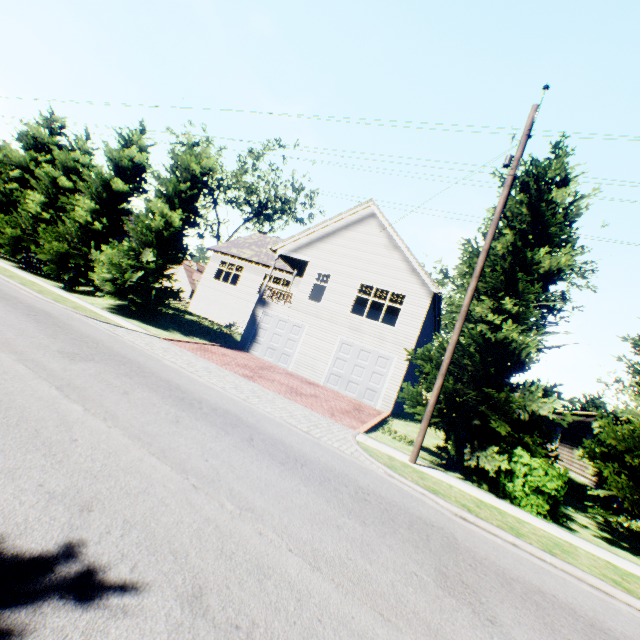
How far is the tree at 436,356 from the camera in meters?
10.2

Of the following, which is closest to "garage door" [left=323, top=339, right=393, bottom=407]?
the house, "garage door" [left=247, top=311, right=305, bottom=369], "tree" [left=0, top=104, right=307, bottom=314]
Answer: "garage door" [left=247, top=311, right=305, bottom=369]

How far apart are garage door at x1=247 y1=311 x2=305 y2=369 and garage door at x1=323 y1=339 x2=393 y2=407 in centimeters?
216cm

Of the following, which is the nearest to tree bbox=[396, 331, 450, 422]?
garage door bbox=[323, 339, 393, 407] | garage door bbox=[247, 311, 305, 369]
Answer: garage door bbox=[323, 339, 393, 407]

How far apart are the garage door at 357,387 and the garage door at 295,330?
2.2m

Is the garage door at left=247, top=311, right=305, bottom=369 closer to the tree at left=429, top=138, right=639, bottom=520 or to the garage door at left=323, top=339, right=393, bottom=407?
the garage door at left=323, top=339, right=393, bottom=407

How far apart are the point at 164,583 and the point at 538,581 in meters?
5.6
